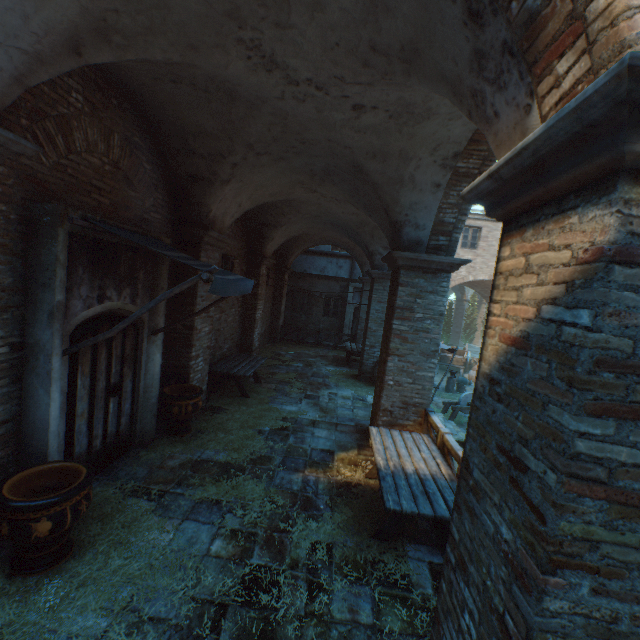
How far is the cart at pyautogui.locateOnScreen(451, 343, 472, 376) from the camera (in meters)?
19.36

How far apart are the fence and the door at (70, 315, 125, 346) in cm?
515

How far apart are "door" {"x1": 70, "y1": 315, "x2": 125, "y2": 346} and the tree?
32.2 meters

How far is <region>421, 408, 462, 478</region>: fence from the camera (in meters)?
4.82

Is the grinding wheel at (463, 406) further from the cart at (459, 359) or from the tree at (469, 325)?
the tree at (469, 325)

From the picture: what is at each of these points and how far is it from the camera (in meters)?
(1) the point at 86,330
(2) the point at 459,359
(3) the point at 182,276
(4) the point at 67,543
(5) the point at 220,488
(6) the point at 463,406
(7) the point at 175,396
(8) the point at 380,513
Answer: (1) door, 4.16
(2) cart, 19.67
(3) building, 6.57
(4) ceramic pot, 3.41
(5) straw, 4.75
(6) grinding wheel, 11.19
(7) ceramic pot, 5.88
(8) straw, 4.64

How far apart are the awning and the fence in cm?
395

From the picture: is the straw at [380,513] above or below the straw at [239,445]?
below
